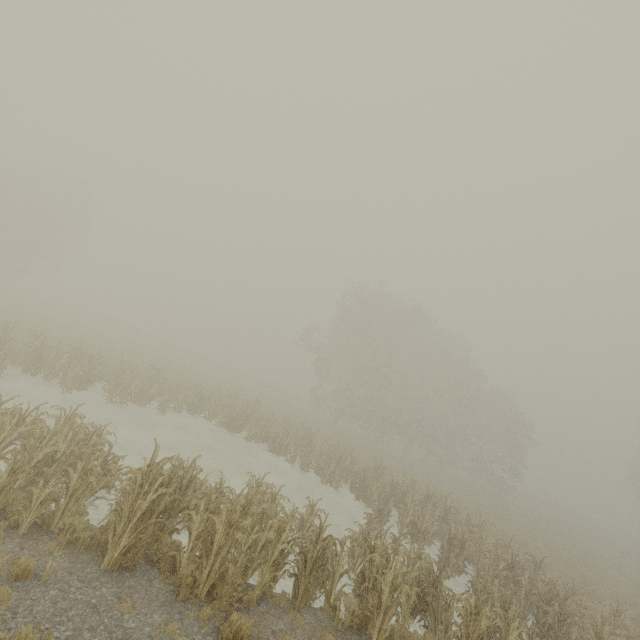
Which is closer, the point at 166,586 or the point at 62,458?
the point at 166,586
